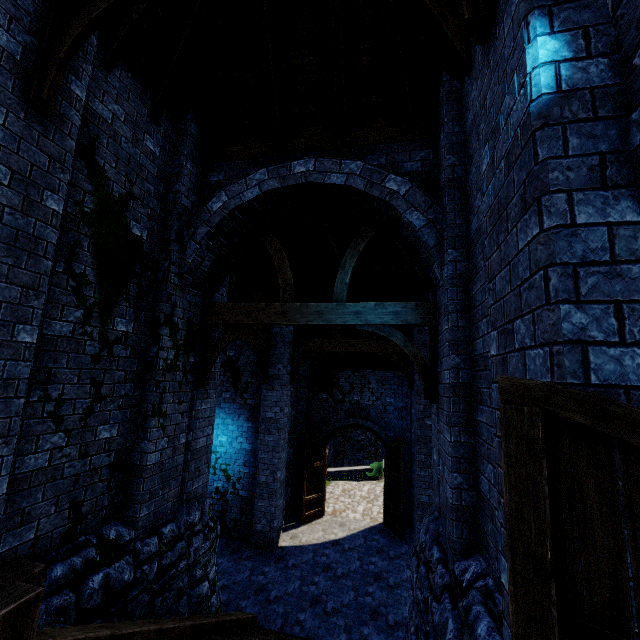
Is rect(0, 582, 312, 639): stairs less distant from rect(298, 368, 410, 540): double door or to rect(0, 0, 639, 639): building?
rect(0, 0, 639, 639): building

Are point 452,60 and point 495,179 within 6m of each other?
yes

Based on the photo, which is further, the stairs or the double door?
the double door

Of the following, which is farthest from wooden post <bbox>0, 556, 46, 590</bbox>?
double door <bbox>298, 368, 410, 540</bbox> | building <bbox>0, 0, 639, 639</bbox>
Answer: double door <bbox>298, 368, 410, 540</bbox>

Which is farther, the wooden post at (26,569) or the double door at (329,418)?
the double door at (329,418)

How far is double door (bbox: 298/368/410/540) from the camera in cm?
1216

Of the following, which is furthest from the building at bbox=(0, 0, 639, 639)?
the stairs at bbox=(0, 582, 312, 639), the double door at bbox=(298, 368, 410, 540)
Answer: the stairs at bbox=(0, 582, 312, 639)

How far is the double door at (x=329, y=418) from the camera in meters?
12.2 m
